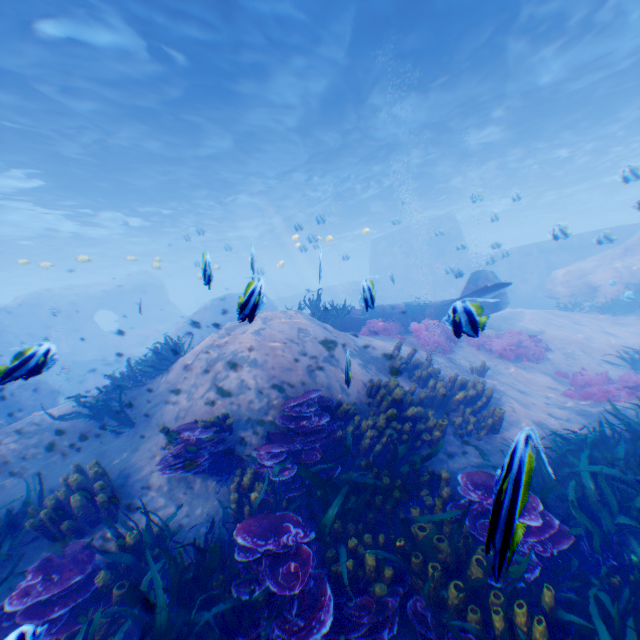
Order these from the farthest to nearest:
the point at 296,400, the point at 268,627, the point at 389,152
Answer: the point at 389,152 < the point at 296,400 < the point at 268,627

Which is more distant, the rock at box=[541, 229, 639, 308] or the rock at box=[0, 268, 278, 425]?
the rock at box=[541, 229, 639, 308]

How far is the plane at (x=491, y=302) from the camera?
3.26m

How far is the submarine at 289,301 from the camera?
37.5m

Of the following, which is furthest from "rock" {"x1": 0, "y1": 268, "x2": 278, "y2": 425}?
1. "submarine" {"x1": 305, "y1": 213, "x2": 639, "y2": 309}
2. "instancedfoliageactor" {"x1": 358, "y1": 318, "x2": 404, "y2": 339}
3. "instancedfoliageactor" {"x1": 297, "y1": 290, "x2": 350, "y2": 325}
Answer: "instancedfoliageactor" {"x1": 358, "y1": 318, "x2": 404, "y2": 339}

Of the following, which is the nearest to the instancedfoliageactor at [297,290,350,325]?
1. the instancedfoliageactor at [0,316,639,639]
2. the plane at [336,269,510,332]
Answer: the plane at [336,269,510,332]

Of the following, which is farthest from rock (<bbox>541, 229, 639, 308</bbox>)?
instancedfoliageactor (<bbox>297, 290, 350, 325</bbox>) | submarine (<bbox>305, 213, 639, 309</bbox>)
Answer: instancedfoliageactor (<bbox>297, 290, 350, 325</bbox>)

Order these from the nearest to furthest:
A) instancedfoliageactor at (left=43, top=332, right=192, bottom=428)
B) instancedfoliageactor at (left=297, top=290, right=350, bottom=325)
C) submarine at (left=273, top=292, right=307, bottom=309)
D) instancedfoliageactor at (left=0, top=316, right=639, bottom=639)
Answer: instancedfoliageactor at (left=0, top=316, right=639, bottom=639) → instancedfoliageactor at (left=43, top=332, right=192, bottom=428) → instancedfoliageactor at (left=297, top=290, right=350, bottom=325) → submarine at (left=273, top=292, right=307, bottom=309)
